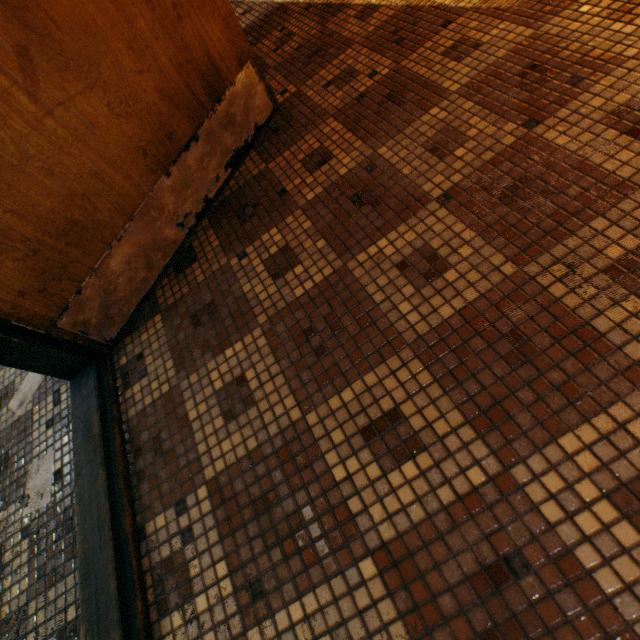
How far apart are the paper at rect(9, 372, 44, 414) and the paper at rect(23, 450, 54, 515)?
0.4 meters

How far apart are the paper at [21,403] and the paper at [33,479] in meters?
0.4 m

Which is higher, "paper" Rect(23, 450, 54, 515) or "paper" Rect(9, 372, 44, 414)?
"paper" Rect(9, 372, 44, 414)

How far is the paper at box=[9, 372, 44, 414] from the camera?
1.59m

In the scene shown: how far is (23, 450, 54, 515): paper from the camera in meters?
1.3 m

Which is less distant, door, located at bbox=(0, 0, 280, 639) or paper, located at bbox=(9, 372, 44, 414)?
door, located at bbox=(0, 0, 280, 639)

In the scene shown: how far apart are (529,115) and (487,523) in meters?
1.3

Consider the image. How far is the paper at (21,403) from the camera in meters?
1.6
